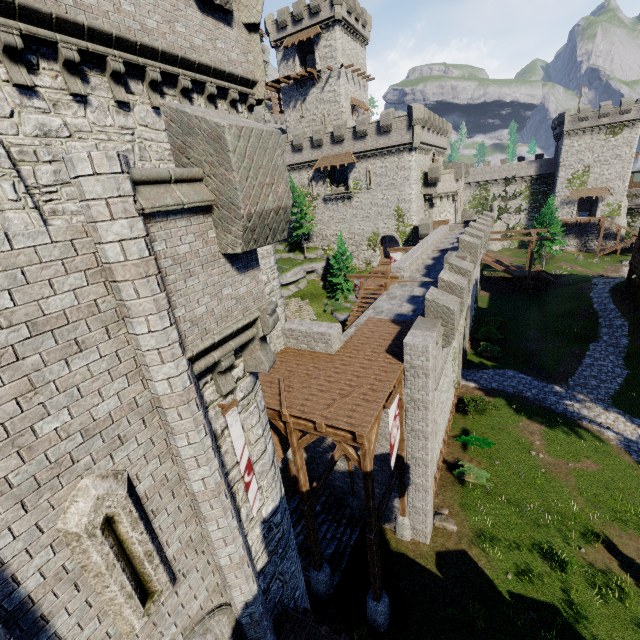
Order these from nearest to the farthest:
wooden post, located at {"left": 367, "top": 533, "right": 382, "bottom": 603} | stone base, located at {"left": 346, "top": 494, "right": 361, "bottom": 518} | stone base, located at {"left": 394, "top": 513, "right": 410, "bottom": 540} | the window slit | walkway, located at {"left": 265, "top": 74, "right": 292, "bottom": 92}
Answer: the window slit → wooden post, located at {"left": 367, "top": 533, "right": 382, "bottom": 603} → stone base, located at {"left": 394, "top": 513, "right": 410, "bottom": 540} → stone base, located at {"left": 346, "top": 494, "right": 361, "bottom": 518} → walkway, located at {"left": 265, "top": 74, "right": 292, "bottom": 92}

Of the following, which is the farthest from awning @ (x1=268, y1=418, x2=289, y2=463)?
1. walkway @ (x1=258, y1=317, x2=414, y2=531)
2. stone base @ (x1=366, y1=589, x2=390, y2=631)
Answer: stone base @ (x1=366, y1=589, x2=390, y2=631)

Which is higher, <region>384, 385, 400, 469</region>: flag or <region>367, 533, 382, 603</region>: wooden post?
<region>384, 385, 400, 469</region>: flag

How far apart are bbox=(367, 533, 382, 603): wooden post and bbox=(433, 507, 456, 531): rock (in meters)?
4.88

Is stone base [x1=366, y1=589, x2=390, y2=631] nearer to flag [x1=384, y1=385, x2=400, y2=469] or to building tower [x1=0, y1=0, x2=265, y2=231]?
flag [x1=384, y1=385, x2=400, y2=469]

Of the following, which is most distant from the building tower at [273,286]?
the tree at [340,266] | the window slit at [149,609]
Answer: the tree at [340,266]

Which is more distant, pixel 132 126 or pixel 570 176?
pixel 570 176

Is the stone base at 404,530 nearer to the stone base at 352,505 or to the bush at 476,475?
the stone base at 352,505
